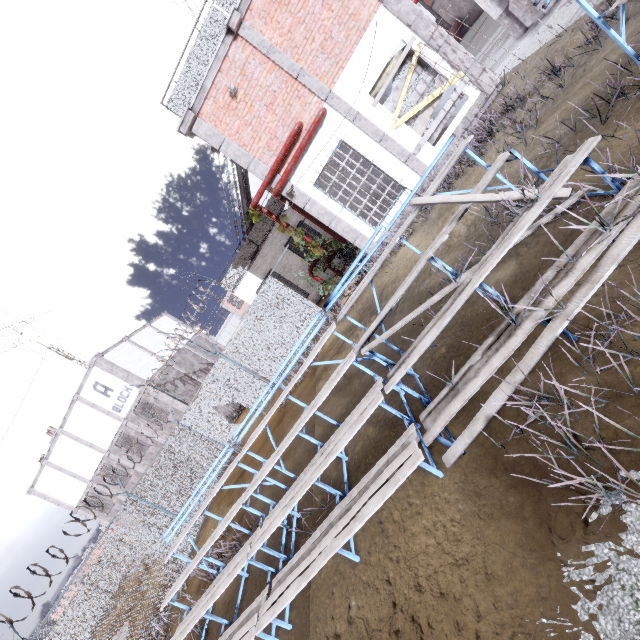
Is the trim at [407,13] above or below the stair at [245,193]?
below

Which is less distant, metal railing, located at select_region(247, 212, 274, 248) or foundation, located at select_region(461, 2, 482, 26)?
metal railing, located at select_region(247, 212, 274, 248)

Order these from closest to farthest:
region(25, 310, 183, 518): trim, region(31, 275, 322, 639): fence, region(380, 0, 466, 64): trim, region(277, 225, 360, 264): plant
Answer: region(380, 0, 466, 64): trim, region(31, 275, 322, 639): fence, region(277, 225, 360, 264): plant, region(25, 310, 183, 518): trim

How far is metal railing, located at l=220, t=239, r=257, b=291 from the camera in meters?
16.8

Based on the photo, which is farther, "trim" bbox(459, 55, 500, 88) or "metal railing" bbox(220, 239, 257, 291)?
"metal railing" bbox(220, 239, 257, 291)

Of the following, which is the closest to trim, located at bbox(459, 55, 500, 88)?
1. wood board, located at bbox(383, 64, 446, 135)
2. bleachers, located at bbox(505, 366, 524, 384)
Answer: wood board, located at bbox(383, 64, 446, 135)

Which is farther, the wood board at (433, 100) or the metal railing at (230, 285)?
the metal railing at (230, 285)

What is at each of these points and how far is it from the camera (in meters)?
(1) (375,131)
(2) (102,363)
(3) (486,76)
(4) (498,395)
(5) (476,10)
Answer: (1) trim, 9.71
(2) trim, 19.14
(3) trim, 9.27
(4) bleachers, 2.90
(5) foundation, 27.17
